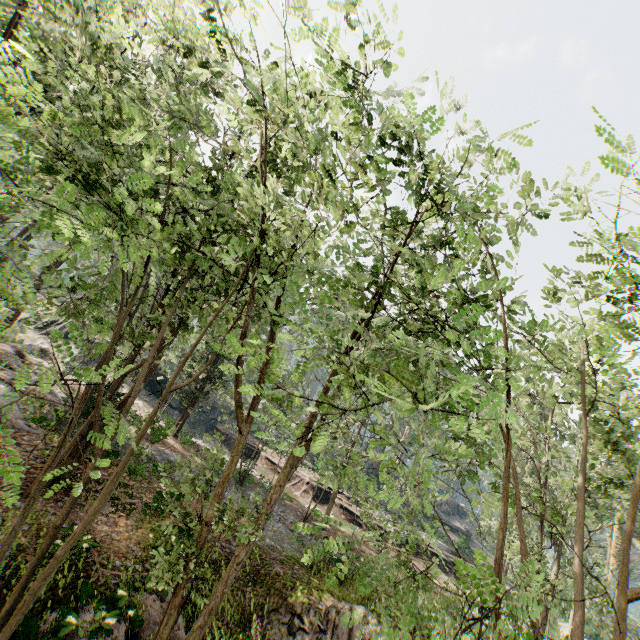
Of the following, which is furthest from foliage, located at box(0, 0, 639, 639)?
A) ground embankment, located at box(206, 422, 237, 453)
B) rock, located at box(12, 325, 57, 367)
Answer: rock, located at box(12, 325, 57, 367)

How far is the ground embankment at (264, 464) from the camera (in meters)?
32.16

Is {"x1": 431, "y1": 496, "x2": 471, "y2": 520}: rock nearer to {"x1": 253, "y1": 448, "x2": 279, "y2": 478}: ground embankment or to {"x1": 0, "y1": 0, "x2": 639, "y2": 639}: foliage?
{"x1": 0, "y1": 0, "x2": 639, "y2": 639}: foliage

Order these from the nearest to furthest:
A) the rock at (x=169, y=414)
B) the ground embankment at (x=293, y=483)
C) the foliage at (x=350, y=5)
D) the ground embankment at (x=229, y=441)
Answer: the foliage at (x=350, y=5)
the rock at (x=169, y=414)
the ground embankment at (x=293, y=483)
the ground embankment at (x=229, y=441)

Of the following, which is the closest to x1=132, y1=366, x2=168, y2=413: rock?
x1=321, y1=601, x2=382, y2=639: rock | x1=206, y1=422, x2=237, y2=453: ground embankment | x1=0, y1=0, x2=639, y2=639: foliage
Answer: x1=206, y1=422, x2=237, y2=453: ground embankment

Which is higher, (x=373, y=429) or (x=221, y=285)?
(x=221, y=285)

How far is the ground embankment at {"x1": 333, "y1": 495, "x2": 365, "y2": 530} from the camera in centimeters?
3002cm
